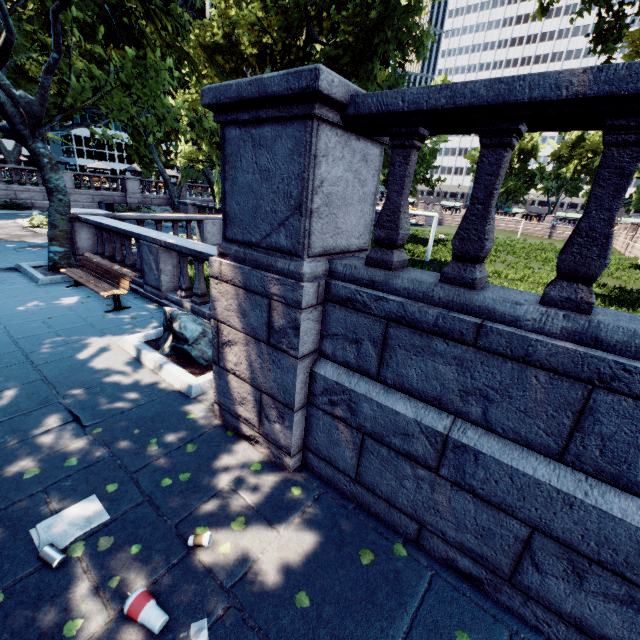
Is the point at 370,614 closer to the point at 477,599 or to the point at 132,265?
the point at 477,599

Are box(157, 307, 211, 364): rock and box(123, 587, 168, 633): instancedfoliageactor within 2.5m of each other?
no

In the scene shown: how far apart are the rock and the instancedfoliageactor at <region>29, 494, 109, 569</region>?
2.5 meters

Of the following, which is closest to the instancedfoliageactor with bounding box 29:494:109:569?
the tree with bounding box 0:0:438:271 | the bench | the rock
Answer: Result: the rock

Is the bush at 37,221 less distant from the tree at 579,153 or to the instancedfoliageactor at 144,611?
the tree at 579,153

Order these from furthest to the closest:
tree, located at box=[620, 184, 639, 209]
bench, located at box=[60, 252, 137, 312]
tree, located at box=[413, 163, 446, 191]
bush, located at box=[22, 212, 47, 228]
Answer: tree, located at box=[620, 184, 639, 209] → bush, located at box=[22, 212, 47, 228] → tree, located at box=[413, 163, 446, 191] → bench, located at box=[60, 252, 137, 312]

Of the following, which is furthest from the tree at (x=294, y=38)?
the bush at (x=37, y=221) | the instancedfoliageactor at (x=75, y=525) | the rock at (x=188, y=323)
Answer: the bush at (x=37, y=221)

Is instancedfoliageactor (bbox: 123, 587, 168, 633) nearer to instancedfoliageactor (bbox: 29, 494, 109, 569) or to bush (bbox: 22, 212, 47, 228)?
instancedfoliageactor (bbox: 29, 494, 109, 569)
